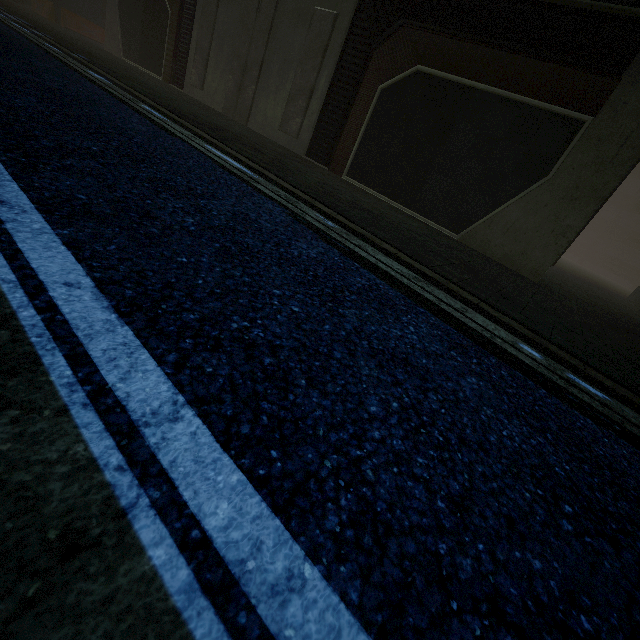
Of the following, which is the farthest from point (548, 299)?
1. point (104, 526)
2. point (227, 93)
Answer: point (227, 93)
